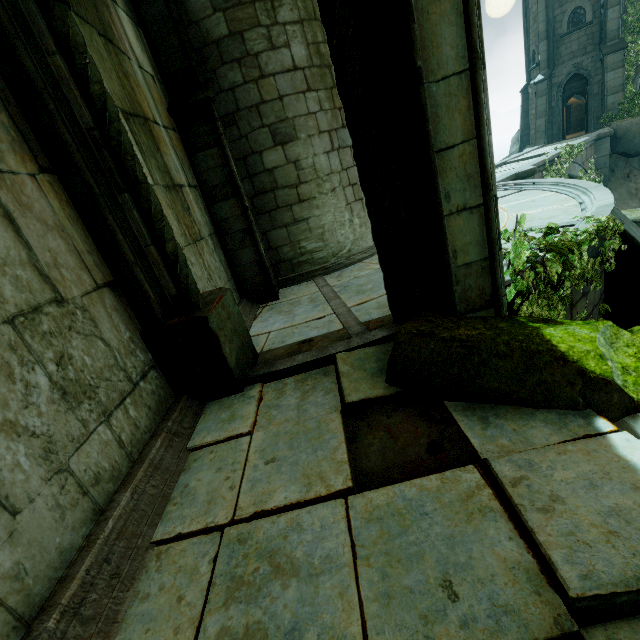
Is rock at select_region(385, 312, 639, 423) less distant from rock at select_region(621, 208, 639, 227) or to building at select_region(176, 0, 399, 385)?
building at select_region(176, 0, 399, 385)

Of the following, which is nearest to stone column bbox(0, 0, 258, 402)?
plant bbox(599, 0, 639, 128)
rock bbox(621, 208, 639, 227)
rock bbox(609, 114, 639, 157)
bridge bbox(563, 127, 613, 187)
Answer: rock bbox(621, 208, 639, 227)

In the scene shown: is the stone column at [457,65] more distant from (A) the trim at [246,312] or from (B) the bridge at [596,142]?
(B) the bridge at [596,142]

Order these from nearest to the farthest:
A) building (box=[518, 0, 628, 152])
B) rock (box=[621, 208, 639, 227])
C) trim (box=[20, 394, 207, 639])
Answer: trim (box=[20, 394, 207, 639]), rock (box=[621, 208, 639, 227]), building (box=[518, 0, 628, 152])

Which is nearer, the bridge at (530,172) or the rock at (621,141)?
the bridge at (530,172)

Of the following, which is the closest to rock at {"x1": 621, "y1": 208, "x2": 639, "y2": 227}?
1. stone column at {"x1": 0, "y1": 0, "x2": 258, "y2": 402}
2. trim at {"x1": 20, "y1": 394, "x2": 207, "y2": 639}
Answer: stone column at {"x1": 0, "y1": 0, "x2": 258, "y2": 402}

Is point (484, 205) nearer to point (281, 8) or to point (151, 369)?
point (151, 369)

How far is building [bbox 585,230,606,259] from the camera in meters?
4.3
